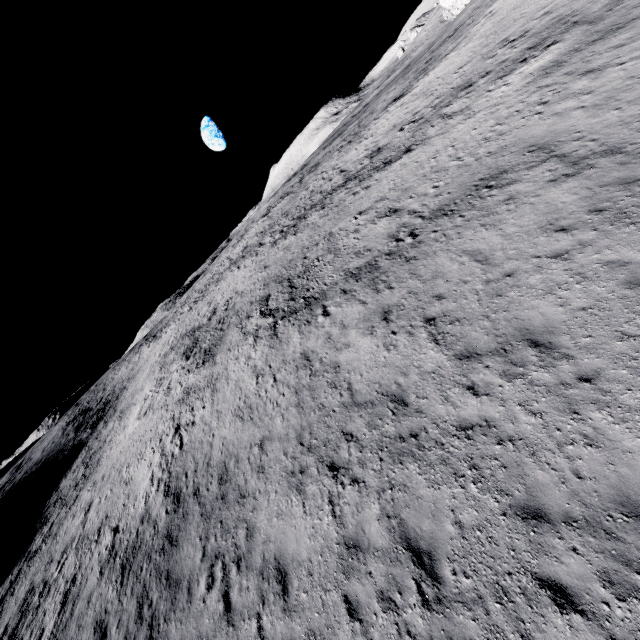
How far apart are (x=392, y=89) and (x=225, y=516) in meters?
60.5
